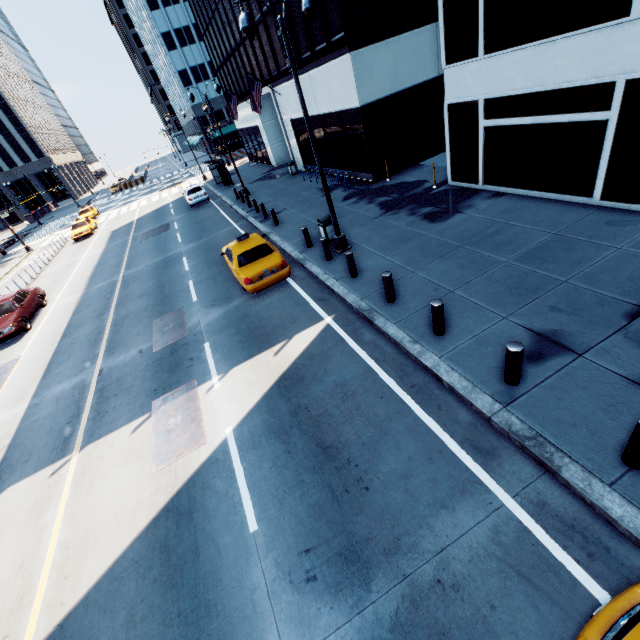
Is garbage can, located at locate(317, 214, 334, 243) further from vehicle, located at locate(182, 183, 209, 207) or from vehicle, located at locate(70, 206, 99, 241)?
vehicle, located at locate(70, 206, 99, 241)

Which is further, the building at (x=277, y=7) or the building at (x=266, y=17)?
the building at (x=266, y=17)

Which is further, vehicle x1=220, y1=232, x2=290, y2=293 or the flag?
the flag

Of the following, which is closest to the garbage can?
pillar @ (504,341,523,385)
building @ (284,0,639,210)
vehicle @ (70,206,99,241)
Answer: building @ (284,0,639,210)

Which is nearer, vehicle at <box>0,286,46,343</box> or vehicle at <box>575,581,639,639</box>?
vehicle at <box>575,581,639,639</box>

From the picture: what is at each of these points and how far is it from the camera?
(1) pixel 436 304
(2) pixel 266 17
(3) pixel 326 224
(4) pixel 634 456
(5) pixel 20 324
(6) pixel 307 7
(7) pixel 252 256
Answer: (1) pillar, 6.91m
(2) building, 20.36m
(3) garbage can, 12.92m
(4) pillar, 4.25m
(5) vehicle, 15.46m
(6) light, 8.66m
(7) vehicle, 11.84m

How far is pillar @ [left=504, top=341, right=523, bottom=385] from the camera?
5.4m

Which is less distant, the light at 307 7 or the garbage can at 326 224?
the light at 307 7
